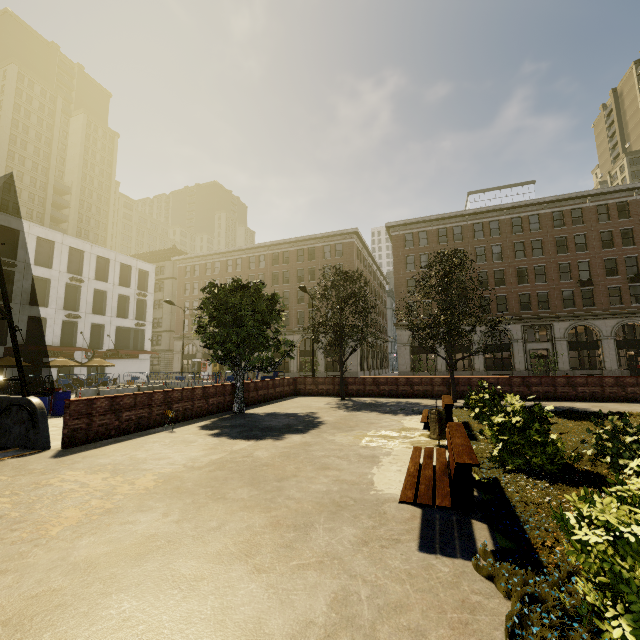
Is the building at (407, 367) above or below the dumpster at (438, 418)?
above

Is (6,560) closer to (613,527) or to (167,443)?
(167,443)

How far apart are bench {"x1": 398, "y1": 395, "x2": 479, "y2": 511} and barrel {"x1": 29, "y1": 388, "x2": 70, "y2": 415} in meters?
15.1

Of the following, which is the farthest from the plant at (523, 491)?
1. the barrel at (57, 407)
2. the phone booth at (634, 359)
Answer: the phone booth at (634, 359)

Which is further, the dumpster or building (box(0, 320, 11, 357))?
building (box(0, 320, 11, 357))

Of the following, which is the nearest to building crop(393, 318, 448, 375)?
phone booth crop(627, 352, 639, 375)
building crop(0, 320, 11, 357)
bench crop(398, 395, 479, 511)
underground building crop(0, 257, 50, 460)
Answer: phone booth crop(627, 352, 639, 375)

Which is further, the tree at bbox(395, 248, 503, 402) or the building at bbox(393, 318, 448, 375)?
the building at bbox(393, 318, 448, 375)

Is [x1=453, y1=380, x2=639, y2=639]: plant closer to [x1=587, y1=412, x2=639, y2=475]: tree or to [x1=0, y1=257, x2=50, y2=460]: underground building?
[x1=587, y1=412, x2=639, y2=475]: tree
